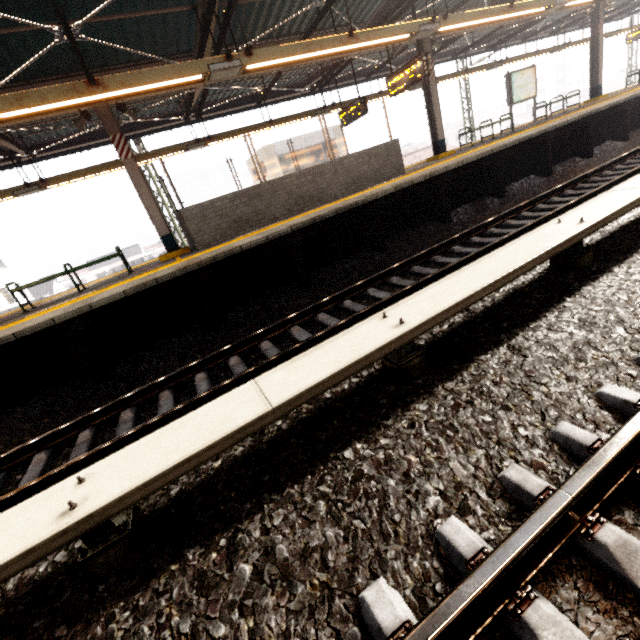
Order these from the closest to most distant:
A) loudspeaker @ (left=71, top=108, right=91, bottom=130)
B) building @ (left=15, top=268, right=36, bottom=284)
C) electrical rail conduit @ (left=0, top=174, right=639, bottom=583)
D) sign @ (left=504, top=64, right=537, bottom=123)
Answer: electrical rail conduit @ (left=0, top=174, right=639, bottom=583) < loudspeaker @ (left=71, top=108, right=91, bottom=130) < sign @ (left=504, top=64, right=537, bottom=123) < building @ (left=15, top=268, right=36, bottom=284)

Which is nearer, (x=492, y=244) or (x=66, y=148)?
(x=492, y=244)

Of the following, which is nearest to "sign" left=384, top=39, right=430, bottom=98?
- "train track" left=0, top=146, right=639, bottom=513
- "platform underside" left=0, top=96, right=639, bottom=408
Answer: "platform underside" left=0, top=96, right=639, bottom=408

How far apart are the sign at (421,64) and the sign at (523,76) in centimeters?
602cm

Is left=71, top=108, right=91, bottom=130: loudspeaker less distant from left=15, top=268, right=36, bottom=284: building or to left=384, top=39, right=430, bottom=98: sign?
left=384, top=39, right=430, bottom=98: sign

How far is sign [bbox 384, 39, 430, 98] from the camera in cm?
825

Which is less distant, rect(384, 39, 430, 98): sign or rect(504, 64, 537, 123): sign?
rect(384, 39, 430, 98): sign

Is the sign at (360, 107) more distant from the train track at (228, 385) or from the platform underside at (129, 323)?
the train track at (228, 385)
